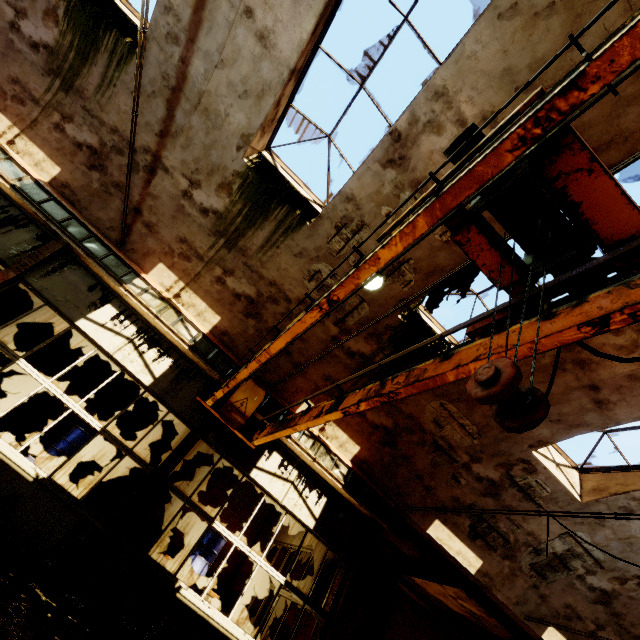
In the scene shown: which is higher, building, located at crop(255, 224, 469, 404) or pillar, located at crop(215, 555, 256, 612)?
building, located at crop(255, 224, 469, 404)

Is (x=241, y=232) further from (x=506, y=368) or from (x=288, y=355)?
(x=506, y=368)

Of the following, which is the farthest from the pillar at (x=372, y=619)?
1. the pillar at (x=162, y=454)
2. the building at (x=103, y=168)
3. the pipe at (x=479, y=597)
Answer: the pillar at (x=162, y=454)

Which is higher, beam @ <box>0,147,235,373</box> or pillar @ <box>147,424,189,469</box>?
beam @ <box>0,147,235,373</box>

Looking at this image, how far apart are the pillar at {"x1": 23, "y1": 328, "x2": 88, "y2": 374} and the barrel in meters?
6.8

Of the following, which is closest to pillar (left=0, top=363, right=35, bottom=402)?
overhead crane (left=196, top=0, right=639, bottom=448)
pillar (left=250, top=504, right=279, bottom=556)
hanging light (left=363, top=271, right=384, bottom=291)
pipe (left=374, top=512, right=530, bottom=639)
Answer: overhead crane (left=196, top=0, right=639, bottom=448)

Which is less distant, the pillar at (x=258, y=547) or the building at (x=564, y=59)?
the building at (x=564, y=59)

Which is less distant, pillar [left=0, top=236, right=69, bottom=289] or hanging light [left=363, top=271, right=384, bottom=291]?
hanging light [left=363, top=271, right=384, bottom=291]
